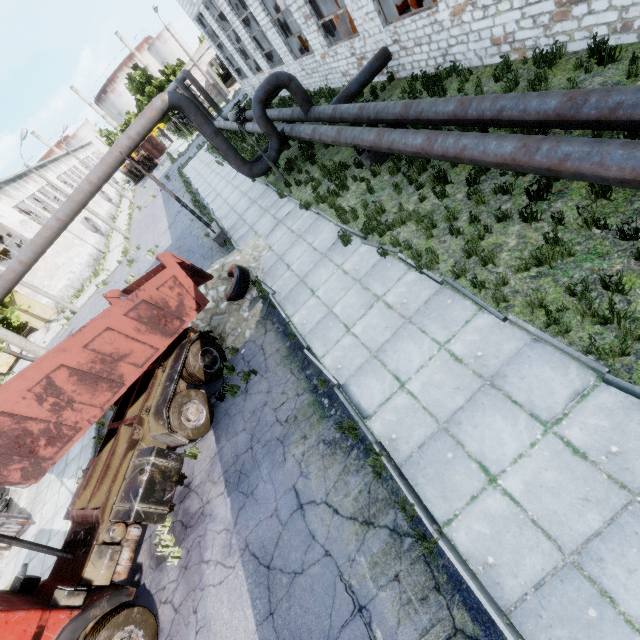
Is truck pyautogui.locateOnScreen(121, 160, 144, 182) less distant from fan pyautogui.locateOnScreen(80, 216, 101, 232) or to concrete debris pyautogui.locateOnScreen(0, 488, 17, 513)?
fan pyautogui.locateOnScreen(80, 216, 101, 232)

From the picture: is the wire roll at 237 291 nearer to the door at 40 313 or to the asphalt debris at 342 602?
the asphalt debris at 342 602

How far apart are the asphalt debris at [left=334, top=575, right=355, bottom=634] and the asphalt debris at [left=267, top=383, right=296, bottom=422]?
3.0 meters

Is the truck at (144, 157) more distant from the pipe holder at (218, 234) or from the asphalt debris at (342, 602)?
the asphalt debris at (342, 602)

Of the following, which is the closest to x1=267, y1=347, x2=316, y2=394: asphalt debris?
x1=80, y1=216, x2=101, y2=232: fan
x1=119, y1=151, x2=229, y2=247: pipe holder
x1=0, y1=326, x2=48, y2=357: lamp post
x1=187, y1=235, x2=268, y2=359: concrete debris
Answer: x1=187, y1=235, x2=268, y2=359: concrete debris

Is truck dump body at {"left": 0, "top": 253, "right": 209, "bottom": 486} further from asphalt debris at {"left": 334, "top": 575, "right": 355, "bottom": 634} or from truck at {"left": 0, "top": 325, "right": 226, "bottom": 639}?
asphalt debris at {"left": 334, "top": 575, "right": 355, "bottom": 634}

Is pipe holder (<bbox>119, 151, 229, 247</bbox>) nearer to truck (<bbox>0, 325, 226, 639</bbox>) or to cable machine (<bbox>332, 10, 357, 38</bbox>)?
truck (<bbox>0, 325, 226, 639</bbox>)

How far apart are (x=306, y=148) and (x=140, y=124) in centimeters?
630cm
